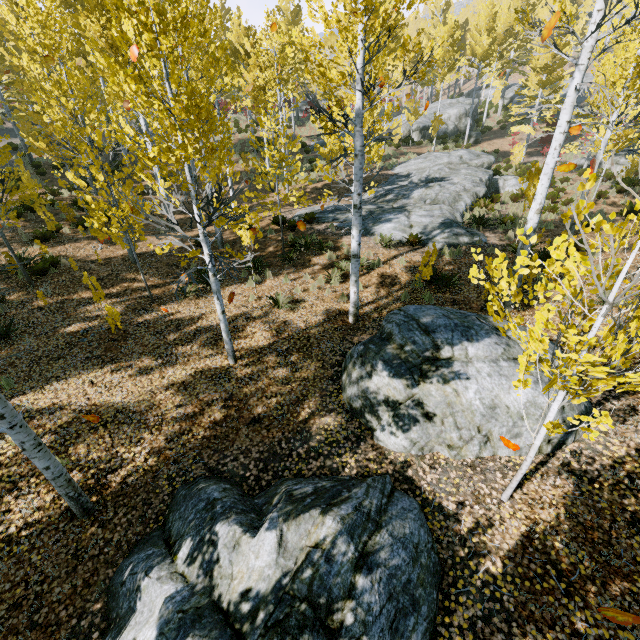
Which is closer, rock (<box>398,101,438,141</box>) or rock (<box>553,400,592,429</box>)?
rock (<box>553,400,592,429</box>)

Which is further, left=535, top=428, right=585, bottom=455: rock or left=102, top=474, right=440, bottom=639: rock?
left=535, top=428, right=585, bottom=455: rock

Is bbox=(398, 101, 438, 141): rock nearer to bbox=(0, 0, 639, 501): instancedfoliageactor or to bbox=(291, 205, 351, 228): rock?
bbox=(0, 0, 639, 501): instancedfoliageactor

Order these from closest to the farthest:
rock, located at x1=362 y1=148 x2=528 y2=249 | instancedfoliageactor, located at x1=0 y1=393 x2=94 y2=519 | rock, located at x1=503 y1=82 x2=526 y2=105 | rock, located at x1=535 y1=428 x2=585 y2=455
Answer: instancedfoliageactor, located at x1=0 y1=393 x2=94 y2=519 → rock, located at x1=535 y1=428 x2=585 y2=455 → rock, located at x1=362 y1=148 x2=528 y2=249 → rock, located at x1=503 y1=82 x2=526 y2=105

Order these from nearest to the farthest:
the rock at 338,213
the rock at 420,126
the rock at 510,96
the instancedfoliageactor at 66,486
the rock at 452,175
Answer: the instancedfoliageactor at 66,486 < the rock at 452,175 < the rock at 338,213 < the rock at 420,126 < the rock at 510,96

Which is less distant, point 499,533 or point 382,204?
point 499,533

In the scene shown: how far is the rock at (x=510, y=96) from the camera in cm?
3431

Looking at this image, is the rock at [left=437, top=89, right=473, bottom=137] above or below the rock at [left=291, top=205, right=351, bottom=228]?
above
